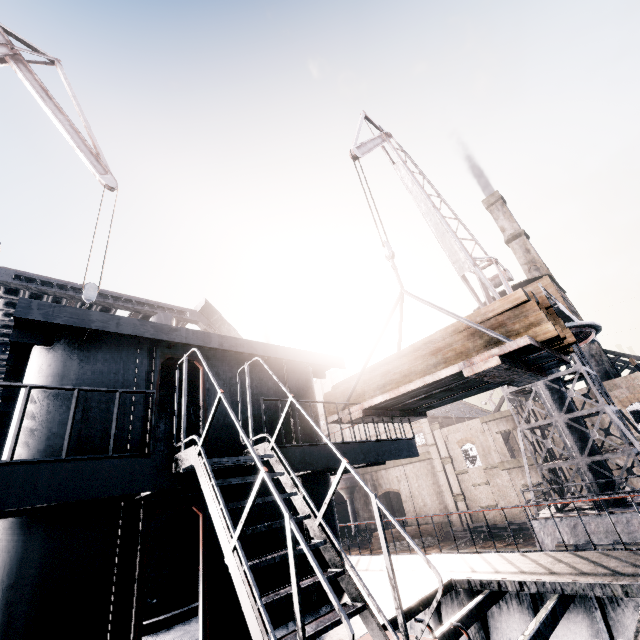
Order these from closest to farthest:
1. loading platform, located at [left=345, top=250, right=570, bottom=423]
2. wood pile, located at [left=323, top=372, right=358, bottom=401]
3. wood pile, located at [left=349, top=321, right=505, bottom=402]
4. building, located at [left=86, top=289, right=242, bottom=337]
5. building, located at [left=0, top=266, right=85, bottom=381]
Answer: loading platform, located at [left=345, top=250, right=570, bottom=423], wood pile, located at [left=349, top=321, right=505, bottom=402], wood pile, located at [left=323, top=372, right=358, bottom=401], building, located at [left=0, top=266, right=85, bottom=381], building, located at [left=86, top=289, right=242, bottom=337]

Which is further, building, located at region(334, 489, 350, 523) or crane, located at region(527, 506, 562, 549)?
building, located at region(334, 489, 350, 523)

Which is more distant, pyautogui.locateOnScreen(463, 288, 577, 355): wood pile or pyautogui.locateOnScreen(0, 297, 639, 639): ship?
pyautogui.locateOnScreen(463, 288, 577, 355): wood pile

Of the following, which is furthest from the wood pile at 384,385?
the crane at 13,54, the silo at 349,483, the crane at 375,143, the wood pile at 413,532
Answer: the silo at 349,483

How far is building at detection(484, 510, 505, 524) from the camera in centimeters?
3774cm

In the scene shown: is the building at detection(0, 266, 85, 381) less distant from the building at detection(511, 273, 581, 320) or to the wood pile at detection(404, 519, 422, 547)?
the wood pile at detection(404, 519, 422, 547)

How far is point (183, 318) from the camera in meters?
27.5 m

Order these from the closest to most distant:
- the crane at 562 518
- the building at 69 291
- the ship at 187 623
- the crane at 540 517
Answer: the ship at 187 623 < the crane at 562 518 < the crane at 540 517 < the building at 69 291
